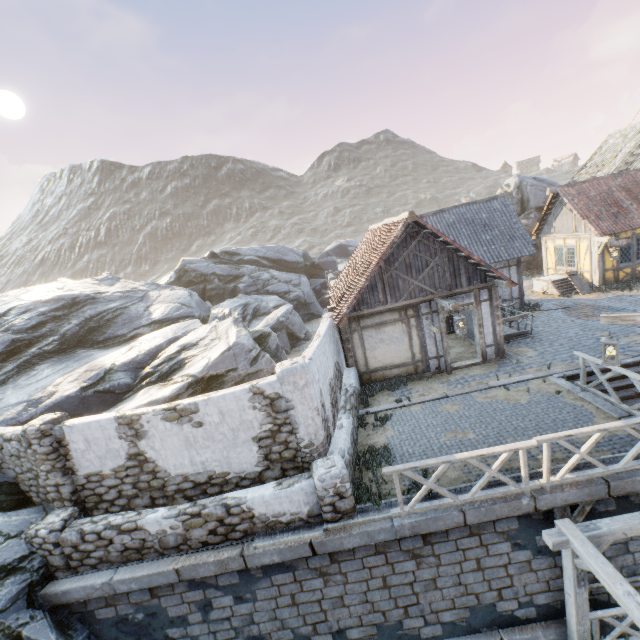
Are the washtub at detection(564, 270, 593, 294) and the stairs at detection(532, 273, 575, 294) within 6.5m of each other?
yes

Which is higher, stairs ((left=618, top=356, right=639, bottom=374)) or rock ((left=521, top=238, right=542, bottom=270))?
rock ((left=521, top=238, right=542, bottom=270))

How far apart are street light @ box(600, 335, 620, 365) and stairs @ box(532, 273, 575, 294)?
13.3 meters

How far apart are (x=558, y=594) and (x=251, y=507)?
6.7m

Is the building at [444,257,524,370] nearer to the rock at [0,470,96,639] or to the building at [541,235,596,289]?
the rock at [0,470,96,639]

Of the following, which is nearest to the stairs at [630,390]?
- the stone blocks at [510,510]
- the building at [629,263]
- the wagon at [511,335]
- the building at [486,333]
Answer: the stone blocks at [510,510]

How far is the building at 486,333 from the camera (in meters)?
11.65

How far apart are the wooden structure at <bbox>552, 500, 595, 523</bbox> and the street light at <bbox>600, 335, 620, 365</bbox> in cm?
244
